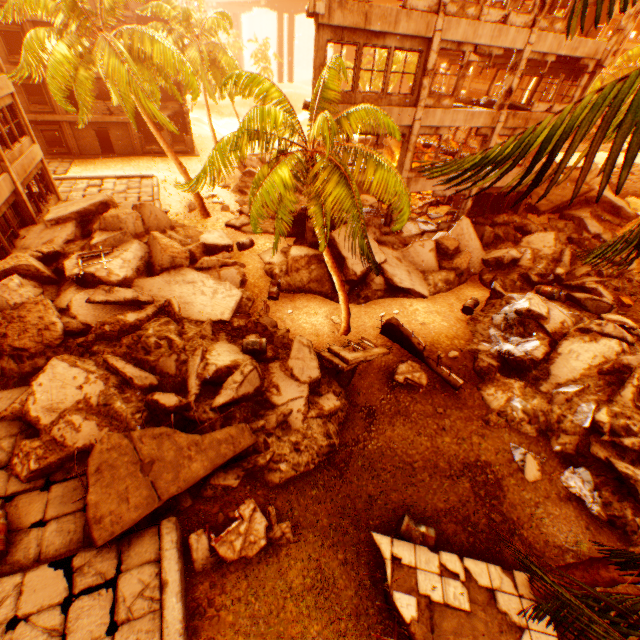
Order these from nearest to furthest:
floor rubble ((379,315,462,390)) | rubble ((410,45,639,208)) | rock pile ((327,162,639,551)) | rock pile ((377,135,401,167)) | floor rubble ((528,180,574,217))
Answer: rubble ((410,45,639,208)) → rock pile ((327,162,639,551)) → floor rubble ((379,315,462,390)) → floor rubble ((528,180,574,217)) → rock pile ((377,135,401,167))

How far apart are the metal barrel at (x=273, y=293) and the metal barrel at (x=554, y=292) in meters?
12.1

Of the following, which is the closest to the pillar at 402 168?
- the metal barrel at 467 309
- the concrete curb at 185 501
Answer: the metal barrel at 467 309

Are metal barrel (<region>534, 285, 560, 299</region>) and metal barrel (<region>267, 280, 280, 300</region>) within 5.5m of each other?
no

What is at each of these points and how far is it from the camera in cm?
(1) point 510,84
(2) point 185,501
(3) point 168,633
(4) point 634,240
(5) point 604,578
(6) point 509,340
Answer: (1) pillar, 1505
(2) concrete curb, 780
(3) concrete curb, 593
(4) rubble, 429
(5) rubble, 544
(6) rock pile, 1312

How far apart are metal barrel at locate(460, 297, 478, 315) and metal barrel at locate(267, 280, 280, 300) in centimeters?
845cm

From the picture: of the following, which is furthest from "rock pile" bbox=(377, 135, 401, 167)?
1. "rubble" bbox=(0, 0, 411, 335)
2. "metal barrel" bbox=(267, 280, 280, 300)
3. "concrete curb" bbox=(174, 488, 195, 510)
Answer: "concrete curb" bbox=(174, 488, 195, 510)

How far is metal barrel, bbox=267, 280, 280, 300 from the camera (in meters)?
14.95
